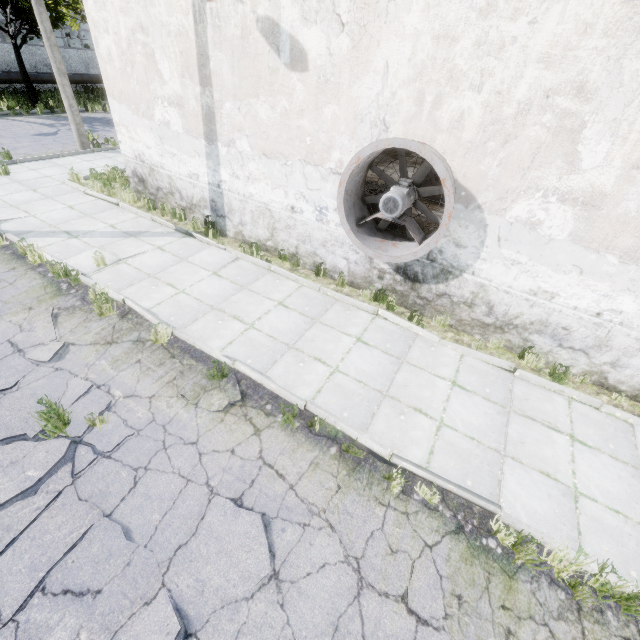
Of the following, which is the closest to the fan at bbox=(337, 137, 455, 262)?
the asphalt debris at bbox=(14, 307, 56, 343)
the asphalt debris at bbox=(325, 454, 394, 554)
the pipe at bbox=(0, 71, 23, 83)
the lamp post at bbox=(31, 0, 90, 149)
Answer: the asphalt debris at bbox=(325, 454, 394, 554)

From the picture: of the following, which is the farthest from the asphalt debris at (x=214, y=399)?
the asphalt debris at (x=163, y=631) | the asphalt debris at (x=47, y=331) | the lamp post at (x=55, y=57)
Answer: the lamp post at (x=55, y=57)

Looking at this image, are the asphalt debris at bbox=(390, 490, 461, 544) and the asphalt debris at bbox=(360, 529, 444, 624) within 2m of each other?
yes

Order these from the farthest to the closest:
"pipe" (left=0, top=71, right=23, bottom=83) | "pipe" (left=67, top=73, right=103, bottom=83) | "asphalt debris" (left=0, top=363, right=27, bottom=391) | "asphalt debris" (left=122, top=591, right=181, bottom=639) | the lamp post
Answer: "pipe" (left=67, top=73, right=103, bottom=83) → "pipe" (left=0, top=71, right=23, bottom=83) → the lamp post → "asphalt debris" (left=0, top=363, right=27, bottom=391) → "asphalt debris" (left=122, top=591, right=181, bottom=639)

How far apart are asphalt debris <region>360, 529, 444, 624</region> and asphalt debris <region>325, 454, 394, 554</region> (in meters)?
0.06

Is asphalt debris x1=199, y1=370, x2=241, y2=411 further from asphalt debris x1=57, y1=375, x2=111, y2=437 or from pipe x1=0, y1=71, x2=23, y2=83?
pipe x1=0, y1=71, x2=23, y2=83

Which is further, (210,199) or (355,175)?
(210,199)

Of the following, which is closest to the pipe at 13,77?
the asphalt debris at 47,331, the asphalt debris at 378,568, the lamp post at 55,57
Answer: the lamp post at 55,57
